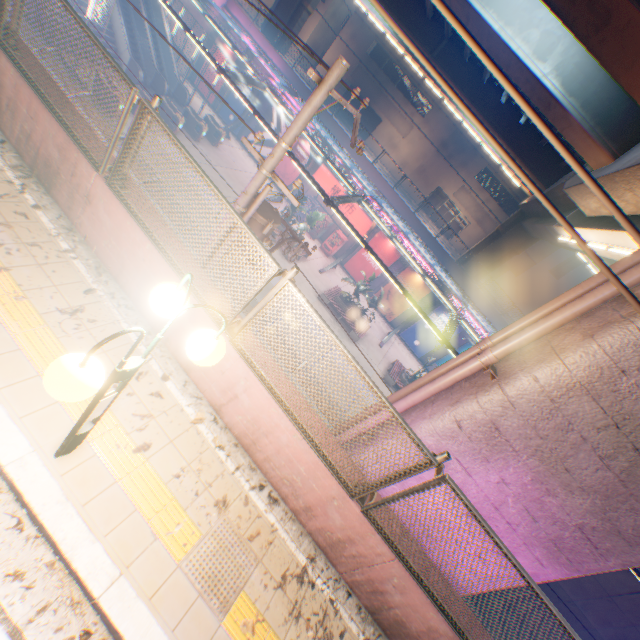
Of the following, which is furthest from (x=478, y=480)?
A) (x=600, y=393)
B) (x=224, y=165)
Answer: (x=224, y=165)

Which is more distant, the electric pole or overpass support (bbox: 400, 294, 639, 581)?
the electric pole

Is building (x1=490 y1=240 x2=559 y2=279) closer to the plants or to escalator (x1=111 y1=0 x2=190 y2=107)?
the plants

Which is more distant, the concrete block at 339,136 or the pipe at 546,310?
the concrete block at 339,136

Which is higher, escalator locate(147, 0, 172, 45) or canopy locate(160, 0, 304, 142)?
canopy locate(160, 0, 304, 142)

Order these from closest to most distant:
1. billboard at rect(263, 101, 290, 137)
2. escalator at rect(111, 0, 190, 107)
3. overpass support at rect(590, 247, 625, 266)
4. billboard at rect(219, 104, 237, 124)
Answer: overpass support at rect(590, 247, 625, 266) < escalator at rect(111, 0, 190, 107) < billboard at rect(263, 101, 290, 137) < billboard at rect(219, 104, 237, 124)

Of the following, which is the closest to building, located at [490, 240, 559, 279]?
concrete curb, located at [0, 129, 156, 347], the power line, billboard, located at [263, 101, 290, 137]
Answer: billboard, located at [263, 101, 290, 137]

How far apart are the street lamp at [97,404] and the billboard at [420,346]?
24.60m
